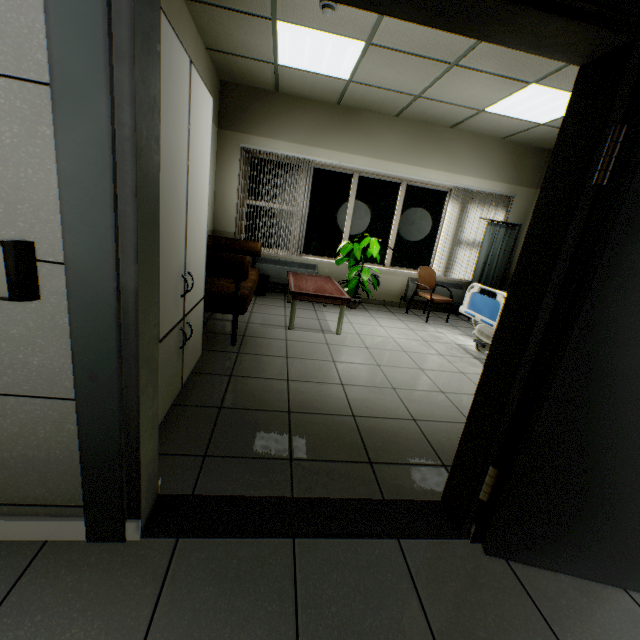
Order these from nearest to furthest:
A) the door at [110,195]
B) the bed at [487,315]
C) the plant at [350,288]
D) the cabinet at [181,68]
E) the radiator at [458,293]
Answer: the door at [110,195]
the cabinet at [181,68]
the bed at [487,315]
the plant at [350,288]
the radiator at [458,293]

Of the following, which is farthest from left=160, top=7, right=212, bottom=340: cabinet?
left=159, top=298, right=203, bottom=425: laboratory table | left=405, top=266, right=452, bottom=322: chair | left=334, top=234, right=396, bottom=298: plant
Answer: left=405, top=266, right=452, bottom=322: chair

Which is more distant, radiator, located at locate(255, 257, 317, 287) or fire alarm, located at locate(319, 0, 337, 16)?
radiator, located at locate(255, 257, 317, 287)

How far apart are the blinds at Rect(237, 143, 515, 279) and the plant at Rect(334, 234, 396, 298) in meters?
0.7 m

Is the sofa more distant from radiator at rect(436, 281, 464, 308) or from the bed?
radiator at rect(436, 281, 464, 308)

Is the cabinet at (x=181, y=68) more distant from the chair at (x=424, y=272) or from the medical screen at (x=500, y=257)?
the medical screen at (x=500, y=257)

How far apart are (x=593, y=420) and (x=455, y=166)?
5.8m

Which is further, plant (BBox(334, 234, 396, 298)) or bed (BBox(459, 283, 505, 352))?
plant (BBox(334, 234, 396, 298))
